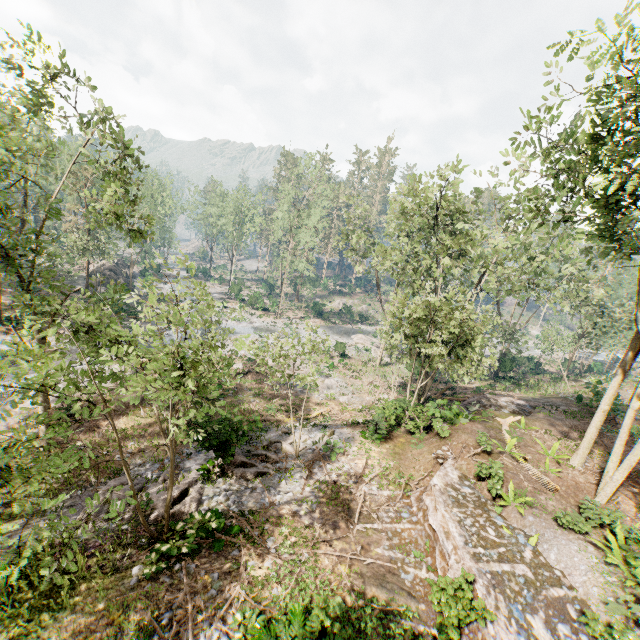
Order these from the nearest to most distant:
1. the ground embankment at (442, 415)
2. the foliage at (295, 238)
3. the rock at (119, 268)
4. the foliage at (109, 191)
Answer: the foliage at (109, 191) < the ground embankment at (442, 415) < the foliage at (295, 238) < the rock at (119, 268)

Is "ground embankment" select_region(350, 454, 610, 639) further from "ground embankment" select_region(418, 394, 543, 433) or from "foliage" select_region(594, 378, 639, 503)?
"ground embankment" select_region(418, 394, 543, 433)

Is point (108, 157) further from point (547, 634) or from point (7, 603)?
point (547, 634)

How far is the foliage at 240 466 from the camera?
14.5m

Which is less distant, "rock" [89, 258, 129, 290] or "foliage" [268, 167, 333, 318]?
"foliage" [268, 167, 333, 318]

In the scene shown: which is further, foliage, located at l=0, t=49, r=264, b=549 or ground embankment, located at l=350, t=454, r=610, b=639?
ground embankment, located at l=350, t=454, r=610, b=639

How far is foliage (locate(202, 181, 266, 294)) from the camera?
52.2 meters
